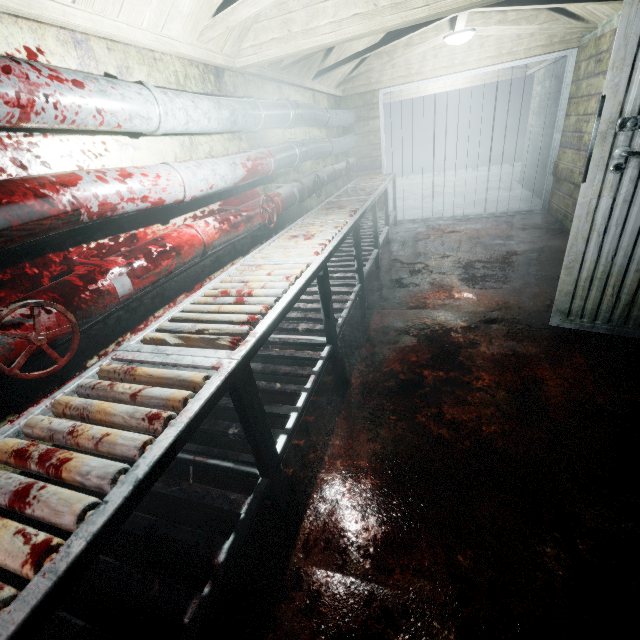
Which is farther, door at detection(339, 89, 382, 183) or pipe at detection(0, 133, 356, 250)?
door at detection(339, 89, 382, 183)

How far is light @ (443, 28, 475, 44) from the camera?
3.5m

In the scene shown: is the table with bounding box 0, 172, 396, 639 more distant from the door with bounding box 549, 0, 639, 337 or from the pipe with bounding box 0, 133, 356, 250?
the door with bounding box 549, 0, 639, 337

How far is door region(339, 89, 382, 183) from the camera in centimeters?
490cm

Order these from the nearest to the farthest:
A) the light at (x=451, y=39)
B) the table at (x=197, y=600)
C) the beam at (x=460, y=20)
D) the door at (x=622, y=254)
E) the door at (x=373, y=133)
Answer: the table at (x=197, y=600)
the door at (x=622, y=254)
the beam at (x=460, y=20)
the light at (x=451, y=39)
the door at (x=373, y=133)

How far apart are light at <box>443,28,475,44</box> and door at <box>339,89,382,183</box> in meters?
1.1 m

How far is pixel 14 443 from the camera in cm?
89

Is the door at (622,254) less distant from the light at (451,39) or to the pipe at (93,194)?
the pipe at (93,194)
